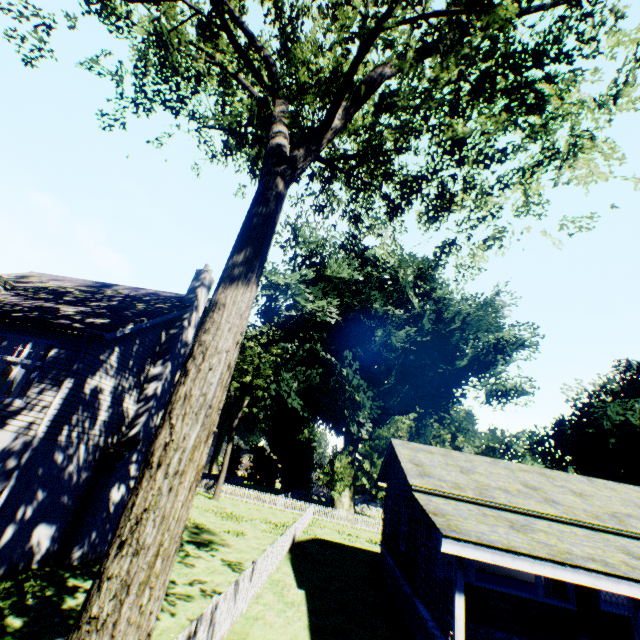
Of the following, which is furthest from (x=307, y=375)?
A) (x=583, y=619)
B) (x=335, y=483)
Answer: (x=583, y=619)

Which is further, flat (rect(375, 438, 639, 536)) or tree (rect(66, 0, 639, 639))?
flat (rect(375, 438, 639, 536))

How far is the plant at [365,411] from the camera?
36.4m

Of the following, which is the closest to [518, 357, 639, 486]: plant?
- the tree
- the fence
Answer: the fence

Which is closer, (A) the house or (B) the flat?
(A) the house

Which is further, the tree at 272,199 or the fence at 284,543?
the fence at 284,543

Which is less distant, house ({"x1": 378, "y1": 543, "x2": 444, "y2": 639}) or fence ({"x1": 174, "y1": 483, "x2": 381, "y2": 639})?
fence ({"x1": 174, "y1": 483, "x2": 381, "y2": 639})

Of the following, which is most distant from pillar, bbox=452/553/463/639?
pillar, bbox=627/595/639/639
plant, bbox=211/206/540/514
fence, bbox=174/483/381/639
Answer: plant, bbox=211/206/540/514
